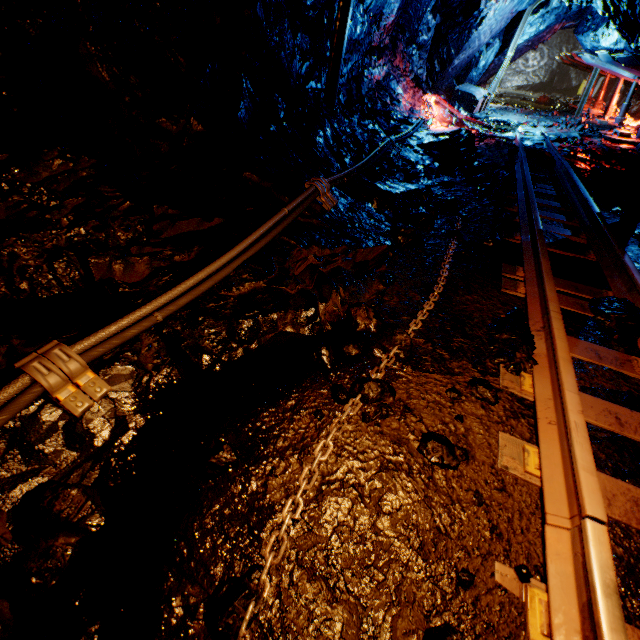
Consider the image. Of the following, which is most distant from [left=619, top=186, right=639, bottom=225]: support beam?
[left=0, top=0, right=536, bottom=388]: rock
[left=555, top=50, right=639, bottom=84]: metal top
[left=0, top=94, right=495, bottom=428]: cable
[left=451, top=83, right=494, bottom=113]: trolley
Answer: [left=555, top=50, right=639, bottom=84]: metal top

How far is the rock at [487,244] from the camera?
3.71m

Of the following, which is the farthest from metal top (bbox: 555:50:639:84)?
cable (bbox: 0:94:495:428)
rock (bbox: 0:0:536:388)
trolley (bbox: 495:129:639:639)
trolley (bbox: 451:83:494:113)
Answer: trolley (bbox: 495:129:639:639)

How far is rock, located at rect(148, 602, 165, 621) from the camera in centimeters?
121cm

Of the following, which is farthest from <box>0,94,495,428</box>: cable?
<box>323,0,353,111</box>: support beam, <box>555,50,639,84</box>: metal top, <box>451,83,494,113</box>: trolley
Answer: <box>555,50,639,84</box>: metal top

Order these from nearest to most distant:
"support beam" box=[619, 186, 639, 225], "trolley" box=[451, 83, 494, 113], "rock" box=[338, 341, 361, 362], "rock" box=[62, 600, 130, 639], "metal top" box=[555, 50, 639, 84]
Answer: "rock" box=[62, 600, 130, 639]
"rock" box=[338, 341, 361, 362]
"support beam" box=[619, 186, 639, 225]
"metal top" box=[555, 50, 639, 84]
"trolley" box=[451, 83, 494, 113]

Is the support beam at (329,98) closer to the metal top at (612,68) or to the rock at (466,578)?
the rock at (466,578)

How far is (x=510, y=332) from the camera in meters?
Result: 2.6 m
